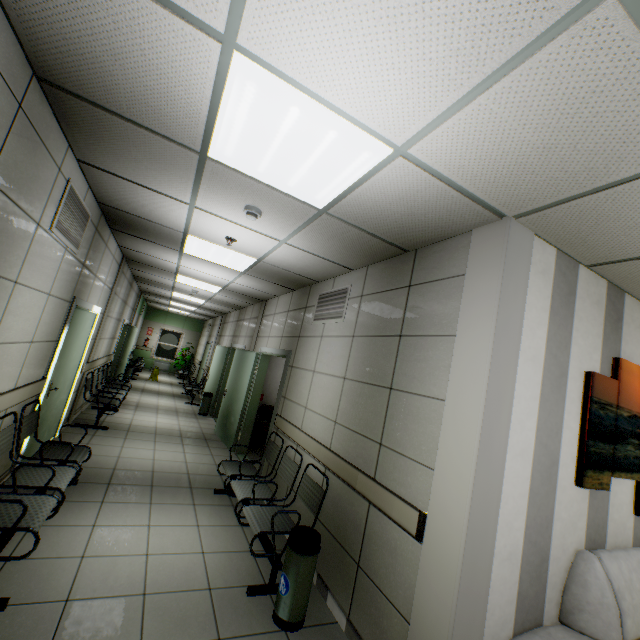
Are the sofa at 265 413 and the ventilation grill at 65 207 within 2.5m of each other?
no

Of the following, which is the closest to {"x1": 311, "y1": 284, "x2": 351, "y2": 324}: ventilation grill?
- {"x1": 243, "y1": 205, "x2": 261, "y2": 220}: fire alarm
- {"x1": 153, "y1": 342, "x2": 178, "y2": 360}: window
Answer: {"x1": 243, "y1": 205, "x2": 261, "y2": 220}: fire alarm

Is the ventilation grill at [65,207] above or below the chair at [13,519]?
above

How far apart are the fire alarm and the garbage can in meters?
2.7

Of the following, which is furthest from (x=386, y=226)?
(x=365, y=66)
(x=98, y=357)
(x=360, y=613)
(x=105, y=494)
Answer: (x=98, y=357)

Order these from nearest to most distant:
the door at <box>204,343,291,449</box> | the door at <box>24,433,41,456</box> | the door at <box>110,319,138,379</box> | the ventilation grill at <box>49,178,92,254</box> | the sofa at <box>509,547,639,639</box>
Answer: the sofa at <box>509,547,639,639</box> < the ventilation grill at <box>49,178,92,254</box> < the door at <box>24,433,41,456</box> < the door at <box>204,343,291,449</box> < the door at <box>110,319,138,379</box>

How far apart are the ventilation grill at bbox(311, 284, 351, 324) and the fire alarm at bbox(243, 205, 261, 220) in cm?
148

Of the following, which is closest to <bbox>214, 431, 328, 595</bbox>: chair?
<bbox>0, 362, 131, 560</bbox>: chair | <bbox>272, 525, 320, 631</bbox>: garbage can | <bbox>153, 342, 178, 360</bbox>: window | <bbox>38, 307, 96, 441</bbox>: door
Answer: <bbox>272, 525, 320, 631</bbox>: garbage can
